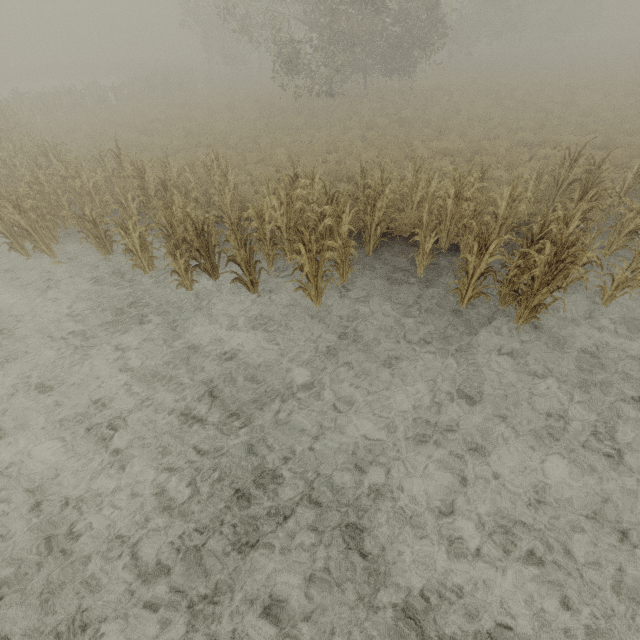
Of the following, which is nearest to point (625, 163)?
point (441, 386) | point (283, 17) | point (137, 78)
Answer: point (441, 386)
